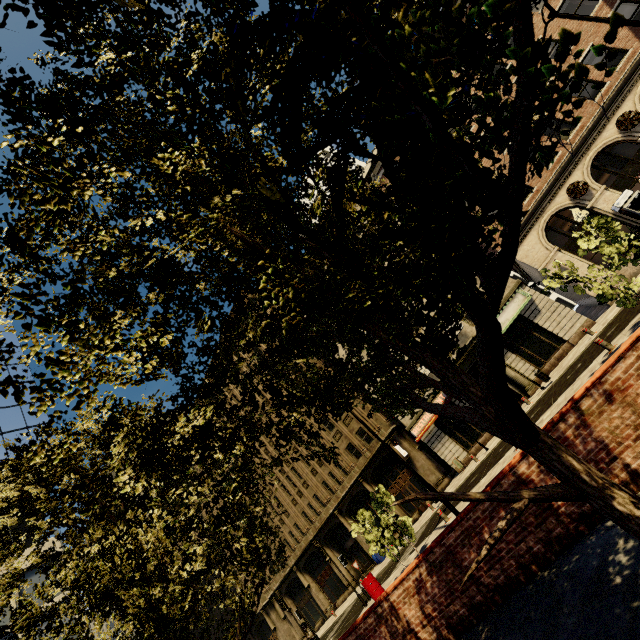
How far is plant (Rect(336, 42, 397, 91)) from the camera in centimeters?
87cm

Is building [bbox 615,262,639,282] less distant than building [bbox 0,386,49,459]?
Yes

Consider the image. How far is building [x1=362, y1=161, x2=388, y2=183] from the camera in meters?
27.2

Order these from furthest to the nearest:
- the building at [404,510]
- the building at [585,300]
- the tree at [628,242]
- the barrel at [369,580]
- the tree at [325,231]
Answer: the building at [404,510], the building at [585,300], the barrel at [369,580], the tree at [628,242], the tree at [325,231]

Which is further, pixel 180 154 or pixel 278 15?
pixel 180 154

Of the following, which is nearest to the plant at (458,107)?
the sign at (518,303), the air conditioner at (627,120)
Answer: the sign at (518,303)

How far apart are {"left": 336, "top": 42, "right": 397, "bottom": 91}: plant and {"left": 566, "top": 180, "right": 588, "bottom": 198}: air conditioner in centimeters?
2485cm
